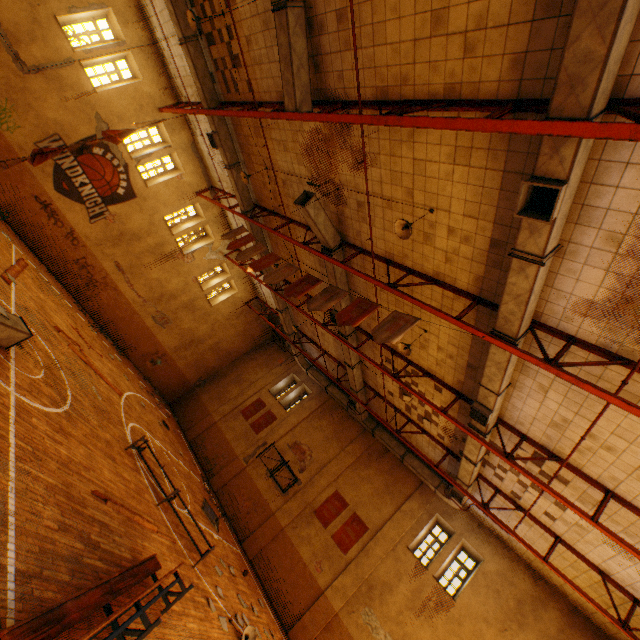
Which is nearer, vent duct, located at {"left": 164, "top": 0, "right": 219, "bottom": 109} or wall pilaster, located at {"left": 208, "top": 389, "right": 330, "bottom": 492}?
vent duct, located at {"left": 164, "top": 0, "right": 219, "bottom": 109}

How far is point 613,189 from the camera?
4.7 meters

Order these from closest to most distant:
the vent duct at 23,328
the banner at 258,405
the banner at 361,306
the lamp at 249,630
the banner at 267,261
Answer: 1. the vent duct at 23,328
2. the banner at 361,306
3. the lamp at 249,630
4. the banner at 267,261
5. the banner at 258,405

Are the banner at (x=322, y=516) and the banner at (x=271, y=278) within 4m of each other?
no

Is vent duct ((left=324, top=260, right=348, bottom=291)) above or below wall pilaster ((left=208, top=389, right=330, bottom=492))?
above

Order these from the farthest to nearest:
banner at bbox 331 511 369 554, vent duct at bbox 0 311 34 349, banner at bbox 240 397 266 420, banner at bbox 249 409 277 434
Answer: banner at bbox 240 397 266 420
banner at bbox 249 409 277 434
banner at bbox 331 511 369 554
vent duct at bbox 0 311 34 349

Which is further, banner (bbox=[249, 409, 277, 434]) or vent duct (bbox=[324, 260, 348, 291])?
banner (bbox=[249, 409, 277, 434])

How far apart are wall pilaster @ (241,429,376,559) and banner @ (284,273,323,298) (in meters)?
11.85
